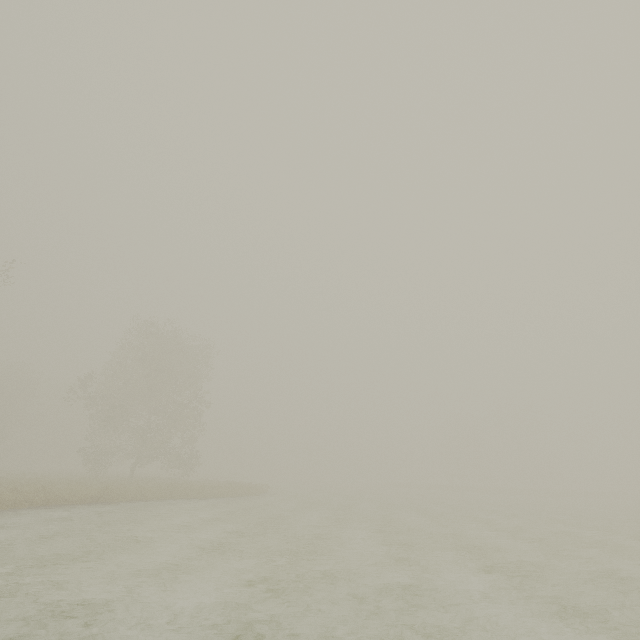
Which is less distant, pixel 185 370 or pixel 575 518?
pixel 575 518
